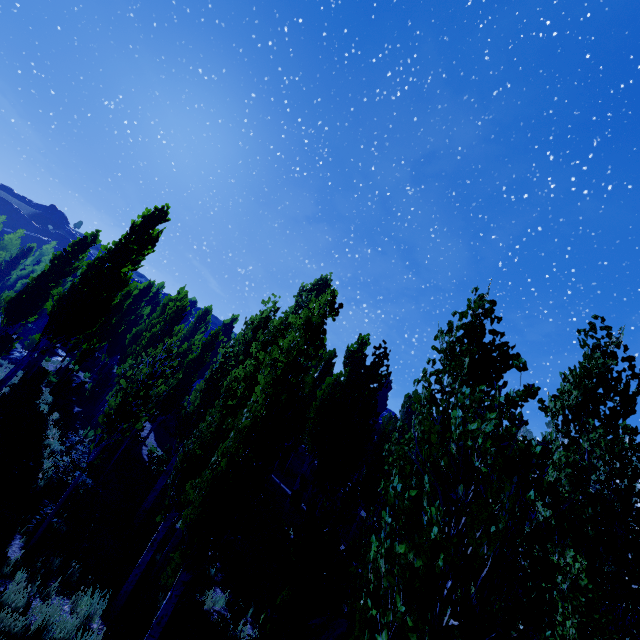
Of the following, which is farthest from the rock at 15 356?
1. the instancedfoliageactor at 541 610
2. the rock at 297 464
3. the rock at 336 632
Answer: the rock at 336 632

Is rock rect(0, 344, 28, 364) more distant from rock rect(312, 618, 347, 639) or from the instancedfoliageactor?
rock rect(312, 618, 347, 639)

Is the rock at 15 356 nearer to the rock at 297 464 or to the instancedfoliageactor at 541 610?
the instancedfoliageactor at 541 610

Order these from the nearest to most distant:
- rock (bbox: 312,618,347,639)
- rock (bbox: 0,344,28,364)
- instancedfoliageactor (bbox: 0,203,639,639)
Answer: instancedfoliageactor (bbox: 0,203,639,639) → rock (bbox: 312,618,347,639) → rock (bbox: 0,344,28,364)

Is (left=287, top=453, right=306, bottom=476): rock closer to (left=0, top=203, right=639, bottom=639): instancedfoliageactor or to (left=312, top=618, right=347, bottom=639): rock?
(left=0, top=203, right=639, bottom=639): instancedfoliageactor

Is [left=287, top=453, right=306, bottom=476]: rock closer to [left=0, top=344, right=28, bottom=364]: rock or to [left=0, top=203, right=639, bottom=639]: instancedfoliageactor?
[left=0, top=203, right=639, bottom=639]: instancedfoliageactor

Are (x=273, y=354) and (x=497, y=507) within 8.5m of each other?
yes

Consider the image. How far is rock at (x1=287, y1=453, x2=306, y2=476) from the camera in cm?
3111
